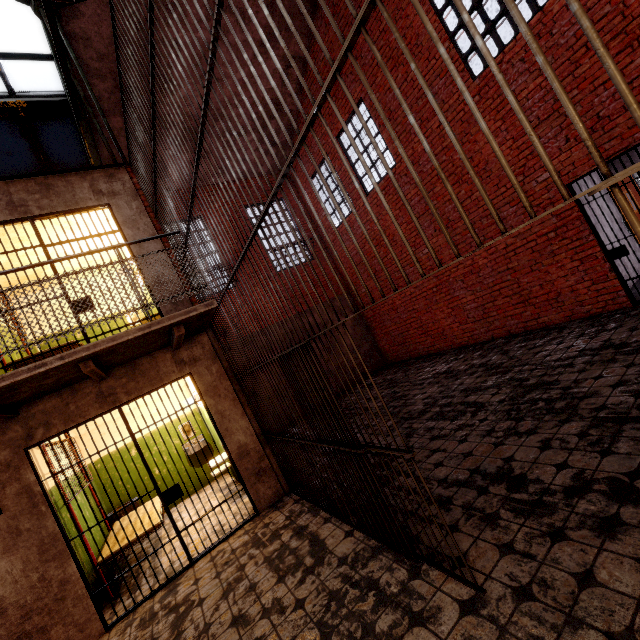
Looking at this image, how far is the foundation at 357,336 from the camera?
11.2 meters

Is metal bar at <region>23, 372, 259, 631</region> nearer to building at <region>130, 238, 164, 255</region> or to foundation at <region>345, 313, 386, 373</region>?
building at <region>130, 238, 164, 255</region>

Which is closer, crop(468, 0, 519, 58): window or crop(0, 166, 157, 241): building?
crop(0, 166, 157, 241): building

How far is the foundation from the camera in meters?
11.2 m

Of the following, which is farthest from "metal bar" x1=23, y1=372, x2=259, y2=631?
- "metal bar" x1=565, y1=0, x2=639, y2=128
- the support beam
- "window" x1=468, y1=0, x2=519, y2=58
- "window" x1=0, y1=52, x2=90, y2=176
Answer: "window" x1=468, y1=0, x2=519, y2=58

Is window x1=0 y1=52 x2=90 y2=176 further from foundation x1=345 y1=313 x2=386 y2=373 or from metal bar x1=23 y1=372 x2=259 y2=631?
metal bar x1=23 y1=372 x2=259 y2=631

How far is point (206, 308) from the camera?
3.93m

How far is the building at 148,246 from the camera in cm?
508
